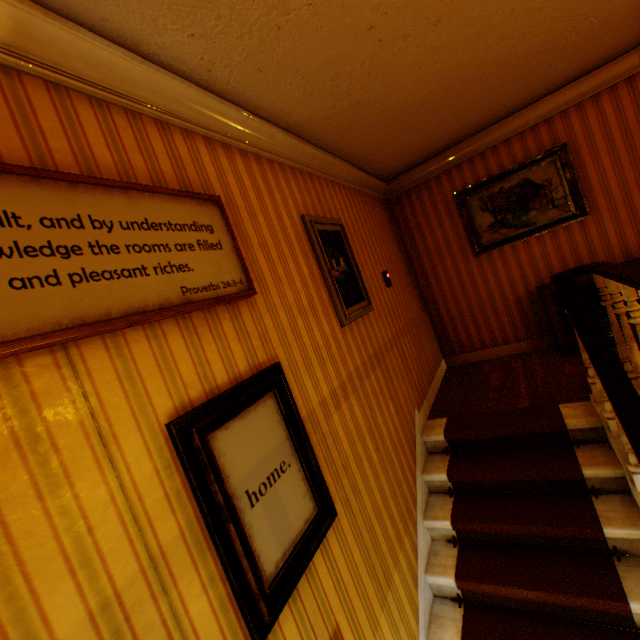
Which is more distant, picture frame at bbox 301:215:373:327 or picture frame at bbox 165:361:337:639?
picture frame at bbox 301:215:373:327

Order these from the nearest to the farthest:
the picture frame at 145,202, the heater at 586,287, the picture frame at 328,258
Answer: the picture frame at 145,202
the picture frame at 328,258
the heater at 586,287

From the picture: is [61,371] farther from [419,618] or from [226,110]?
[419,618]

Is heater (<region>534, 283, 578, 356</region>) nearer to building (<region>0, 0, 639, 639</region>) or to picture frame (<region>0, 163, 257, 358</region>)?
building (<region>0, 0, 639, 639</region>)

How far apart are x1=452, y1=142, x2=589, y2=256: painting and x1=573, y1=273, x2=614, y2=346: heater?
0.8 meters

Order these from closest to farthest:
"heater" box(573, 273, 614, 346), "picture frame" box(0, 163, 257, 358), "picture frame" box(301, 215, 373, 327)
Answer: "picture frame" box(0, 163, 257, 358) < "picture frame" box(301, 215, 373, 327) < "heater" box(573, 273, 614, 346)

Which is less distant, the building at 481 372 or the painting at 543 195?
the building at 481 372

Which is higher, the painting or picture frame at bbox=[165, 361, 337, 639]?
the painting
